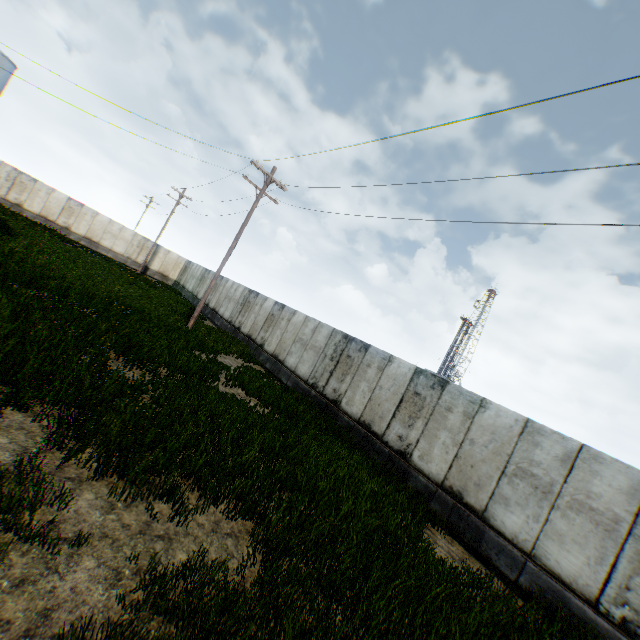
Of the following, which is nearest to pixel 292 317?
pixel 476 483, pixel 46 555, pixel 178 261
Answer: pixel 476 483
